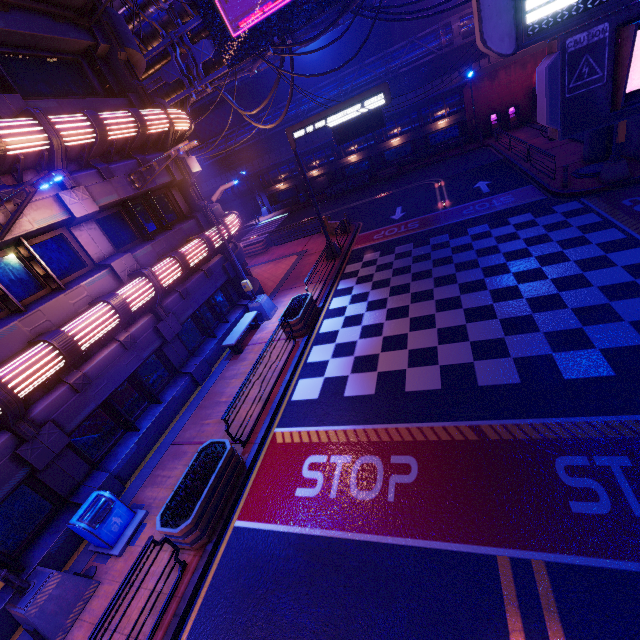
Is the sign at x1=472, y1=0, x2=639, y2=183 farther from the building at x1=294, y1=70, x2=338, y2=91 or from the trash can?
the building at x1=294, y1=70, x2=338, y2=91

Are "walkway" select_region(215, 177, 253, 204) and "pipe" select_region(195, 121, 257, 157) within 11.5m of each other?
yes

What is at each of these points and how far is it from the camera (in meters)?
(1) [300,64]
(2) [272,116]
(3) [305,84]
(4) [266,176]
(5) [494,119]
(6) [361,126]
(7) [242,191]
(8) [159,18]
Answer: (1) building, 43.62
(2) pipe, 36.03
(3) building, 44.16
(4) walkway, 41.78
(5) atm, 32.25
(6) sign, 15.38
(7) walkway, 43.69
(8) walkway, 16.52

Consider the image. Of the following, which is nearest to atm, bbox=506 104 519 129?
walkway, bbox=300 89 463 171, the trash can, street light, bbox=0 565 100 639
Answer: walkway, bbox=300 89 463 171

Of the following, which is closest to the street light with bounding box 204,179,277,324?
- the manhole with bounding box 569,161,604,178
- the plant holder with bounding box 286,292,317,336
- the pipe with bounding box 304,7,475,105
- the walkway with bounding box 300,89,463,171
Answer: the plant holder with bounding box 286,292,317,336

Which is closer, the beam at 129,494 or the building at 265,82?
the beam at 129,494

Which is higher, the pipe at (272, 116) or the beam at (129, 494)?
the pipe at (272, 116)

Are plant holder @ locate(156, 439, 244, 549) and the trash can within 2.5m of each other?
yes
